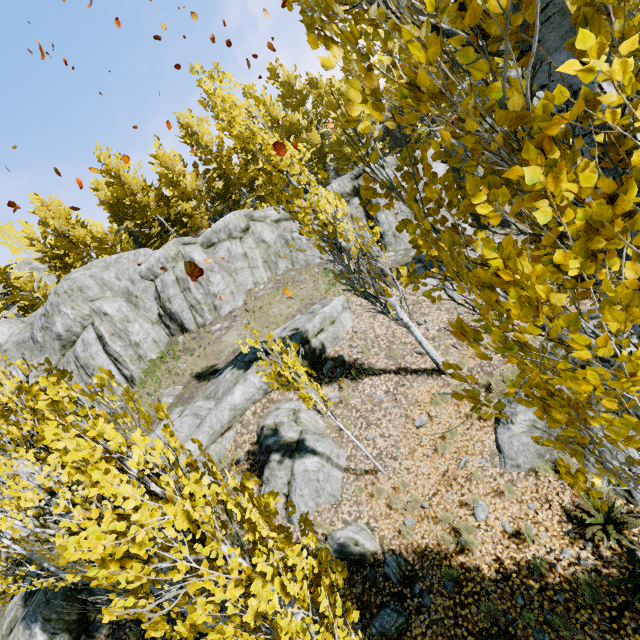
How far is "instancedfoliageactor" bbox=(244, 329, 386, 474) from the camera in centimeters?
692cm

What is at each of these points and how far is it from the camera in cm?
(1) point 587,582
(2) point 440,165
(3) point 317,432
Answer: (1) instancedfoliageactor, 482
(2) rock, 1667
(3) rock, 909

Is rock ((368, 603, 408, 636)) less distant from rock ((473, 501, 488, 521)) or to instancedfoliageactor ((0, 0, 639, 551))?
instancedfoliageactor ((0, 0, 639, 551))

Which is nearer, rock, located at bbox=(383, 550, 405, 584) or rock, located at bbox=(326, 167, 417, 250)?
rock, located at bbox=(383, 550, 405, 584)

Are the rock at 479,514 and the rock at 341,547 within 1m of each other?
no

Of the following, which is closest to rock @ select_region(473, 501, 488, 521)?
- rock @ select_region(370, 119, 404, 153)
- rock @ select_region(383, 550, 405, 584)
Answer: rock @ select_region(370, 119, 404, 153)

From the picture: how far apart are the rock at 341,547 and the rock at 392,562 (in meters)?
0.16
